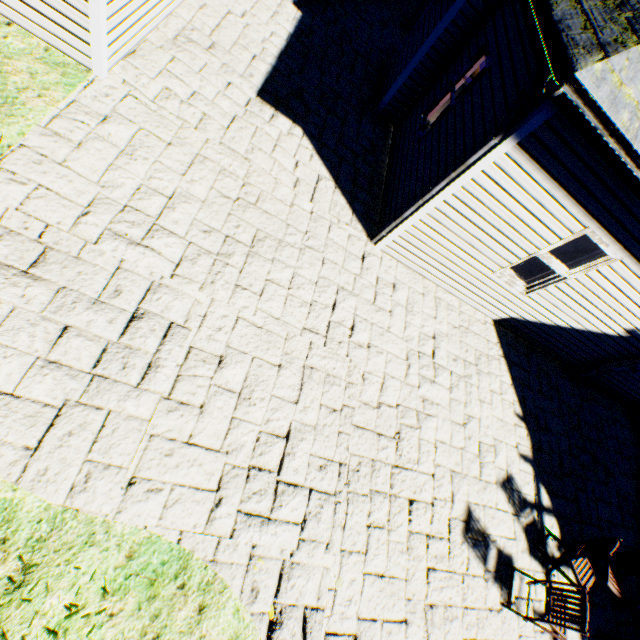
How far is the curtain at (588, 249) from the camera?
5.5m

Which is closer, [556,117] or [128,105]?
Result: [556,117]

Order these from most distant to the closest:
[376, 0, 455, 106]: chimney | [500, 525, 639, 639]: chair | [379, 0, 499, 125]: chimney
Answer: [376, 0, 455, 106]: chimney < [379, 0, 499, 125]: chimney < [500, 525, 639, 639]: chair

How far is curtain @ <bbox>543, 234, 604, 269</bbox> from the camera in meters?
5.5

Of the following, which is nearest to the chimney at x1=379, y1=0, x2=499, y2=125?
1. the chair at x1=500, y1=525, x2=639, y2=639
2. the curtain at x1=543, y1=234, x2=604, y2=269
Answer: the curtain at x1=543, y1=234, x2=604, y2=269

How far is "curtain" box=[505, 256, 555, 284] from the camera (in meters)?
6.14

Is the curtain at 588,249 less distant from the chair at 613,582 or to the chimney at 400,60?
the chimney at 400,60

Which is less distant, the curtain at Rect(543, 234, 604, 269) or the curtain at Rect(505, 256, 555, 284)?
the curtain at Rect(543, 234, 604, 269)
